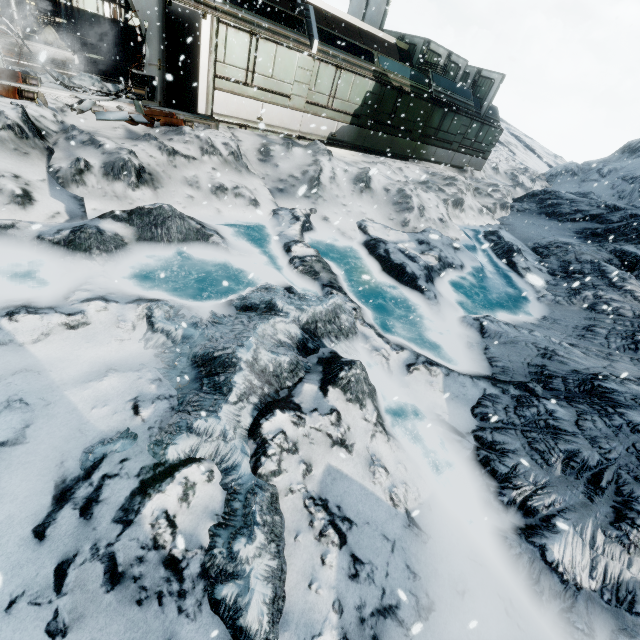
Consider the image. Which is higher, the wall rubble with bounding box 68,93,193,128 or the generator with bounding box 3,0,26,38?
the generator with bounding box 3,0,26,38

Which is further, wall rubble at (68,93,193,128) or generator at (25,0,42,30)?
generator at (25,0,42,30)

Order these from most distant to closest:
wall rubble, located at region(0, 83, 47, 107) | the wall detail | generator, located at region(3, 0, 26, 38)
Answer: the wall detail < generator, located at region(3, 0, 26, 38) < wall rubble, located at region(0, 83, 47, 107)

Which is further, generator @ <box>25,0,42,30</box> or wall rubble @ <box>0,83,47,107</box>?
generator @ <box>25,0,42,30</box>

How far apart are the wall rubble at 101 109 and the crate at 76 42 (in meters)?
7.90

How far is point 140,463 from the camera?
3.2m

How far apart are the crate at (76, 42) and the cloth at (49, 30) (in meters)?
0.02

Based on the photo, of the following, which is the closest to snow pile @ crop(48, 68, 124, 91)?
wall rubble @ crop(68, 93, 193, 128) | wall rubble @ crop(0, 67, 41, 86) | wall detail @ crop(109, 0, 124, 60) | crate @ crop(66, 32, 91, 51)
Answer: wall rubble @ crop(0, 67, 41, 86)
